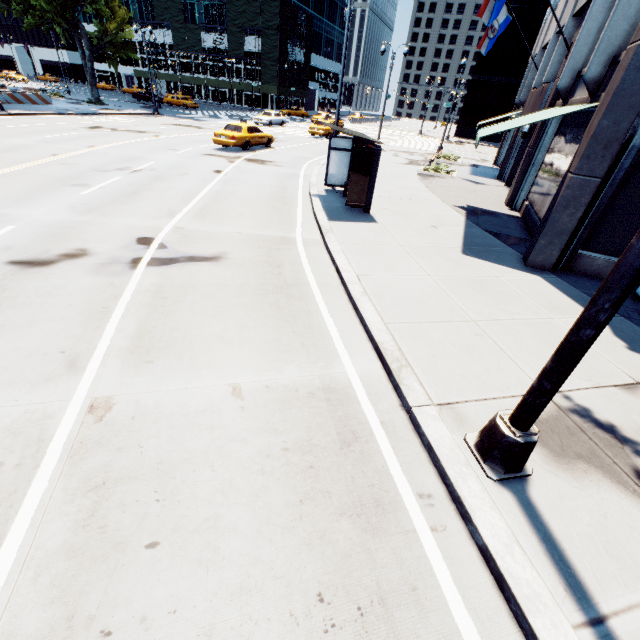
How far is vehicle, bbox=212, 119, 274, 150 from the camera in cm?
2009

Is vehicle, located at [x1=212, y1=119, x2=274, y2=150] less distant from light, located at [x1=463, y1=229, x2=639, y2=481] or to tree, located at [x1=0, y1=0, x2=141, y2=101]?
tree, located at [x1=0, y1=0, x2=141, y2=101]

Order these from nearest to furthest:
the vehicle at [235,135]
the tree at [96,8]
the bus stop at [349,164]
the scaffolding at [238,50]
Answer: the bus stop at [349,164], the vehicle at [235,135], the tree at [96,8], the scaffolding at [238,50]

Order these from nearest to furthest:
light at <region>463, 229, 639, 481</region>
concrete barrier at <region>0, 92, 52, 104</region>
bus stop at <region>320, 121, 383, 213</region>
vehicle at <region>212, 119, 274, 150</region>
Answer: light at <region>463, 229, 639, 481</region> < bus stop at <region>320, 121, 383, 213</region> < vehicle at <region>212, 119, 274, 150</region> < concrete barrier at <region>0, 92, 52, 104</region>

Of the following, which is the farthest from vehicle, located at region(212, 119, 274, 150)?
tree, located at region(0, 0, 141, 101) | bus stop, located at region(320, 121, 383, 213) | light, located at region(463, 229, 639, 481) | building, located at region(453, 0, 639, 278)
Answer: light, located at region(463, 229, 639, 481)

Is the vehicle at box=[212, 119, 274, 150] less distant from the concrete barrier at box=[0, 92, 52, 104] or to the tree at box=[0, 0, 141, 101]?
the tree at box=[0, 0, 141, 101]

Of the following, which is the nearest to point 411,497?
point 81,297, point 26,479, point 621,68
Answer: point 26,479

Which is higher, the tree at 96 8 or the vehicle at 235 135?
the tree at 96 8
